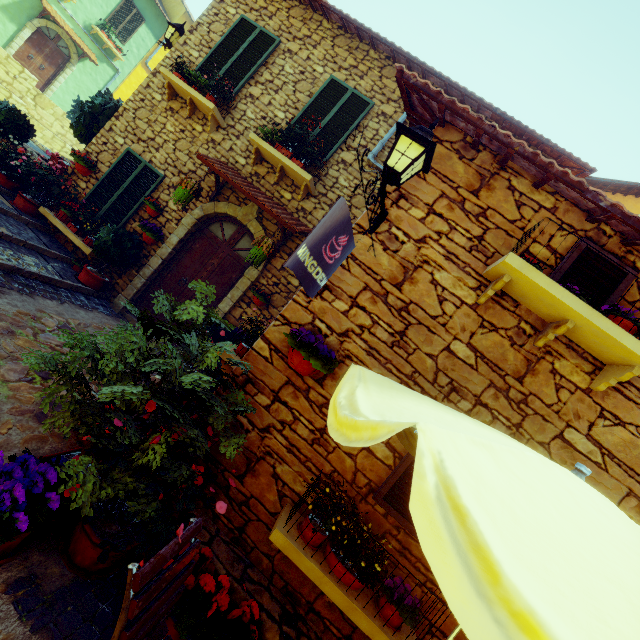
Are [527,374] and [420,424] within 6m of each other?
yes

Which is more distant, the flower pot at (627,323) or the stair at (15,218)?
the stair at (15,218)

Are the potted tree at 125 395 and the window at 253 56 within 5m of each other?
no

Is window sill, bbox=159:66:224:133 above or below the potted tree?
above

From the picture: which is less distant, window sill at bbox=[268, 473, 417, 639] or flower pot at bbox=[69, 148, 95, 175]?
window sill at bbox=[268, 473, 417, 639]

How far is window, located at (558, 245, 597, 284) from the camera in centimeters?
306cm

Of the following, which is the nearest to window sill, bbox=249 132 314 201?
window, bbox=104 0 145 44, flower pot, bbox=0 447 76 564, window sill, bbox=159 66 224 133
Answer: window sill, bbox=159 66 224 133

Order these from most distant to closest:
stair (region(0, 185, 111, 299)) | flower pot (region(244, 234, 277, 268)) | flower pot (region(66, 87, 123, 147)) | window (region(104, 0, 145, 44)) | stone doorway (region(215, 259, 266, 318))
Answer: window (region(104, 0, 145, 44))
flower pot (region(66, 87, 123, 147))
stone doorway (region(215, 259, 266, 318))
flower pot (region(244, 234, 277, 268))
stair (region(0, 185, 111, 299))
